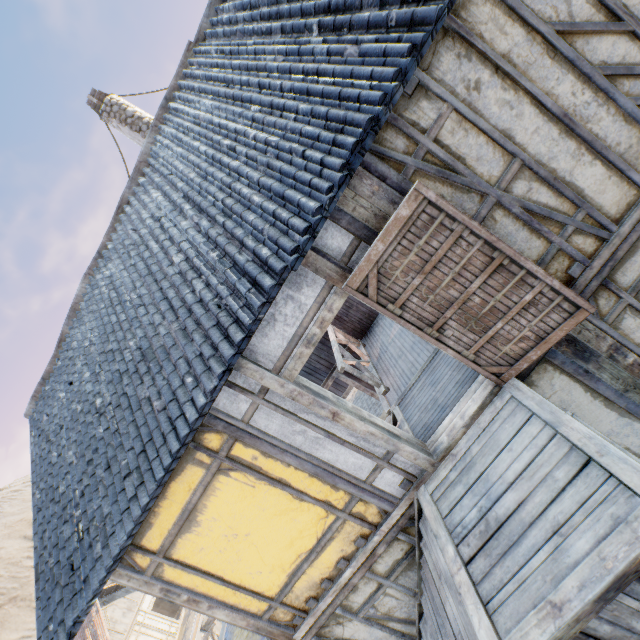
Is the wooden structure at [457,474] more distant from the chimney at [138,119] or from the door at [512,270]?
the chimney at [138,119]

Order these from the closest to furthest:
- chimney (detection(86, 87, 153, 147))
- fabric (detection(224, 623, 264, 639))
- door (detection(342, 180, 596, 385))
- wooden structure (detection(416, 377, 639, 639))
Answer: wooden structure (detection(416, 377, 639, 639)) < door (detection(342, 180, 596, 385)) < fabric (detection(224, 623, 264, 639)) < chimney (detection(86, 87, 153, 147))

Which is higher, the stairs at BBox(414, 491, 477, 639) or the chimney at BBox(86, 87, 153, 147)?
the chimney at BBox(86, 87, 153, 147)

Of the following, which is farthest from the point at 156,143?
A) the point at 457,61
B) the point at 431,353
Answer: the point at 431,353

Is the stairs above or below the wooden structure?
below

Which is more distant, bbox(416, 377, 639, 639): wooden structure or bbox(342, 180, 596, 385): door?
bbox(342, 180, 596, 385): door

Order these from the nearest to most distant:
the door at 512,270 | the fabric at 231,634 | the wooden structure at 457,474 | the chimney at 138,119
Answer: the wooden structure at 457,474, the door at 512,270, the fabric at 231,634, the chimney at 138,119

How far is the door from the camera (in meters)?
2.93
